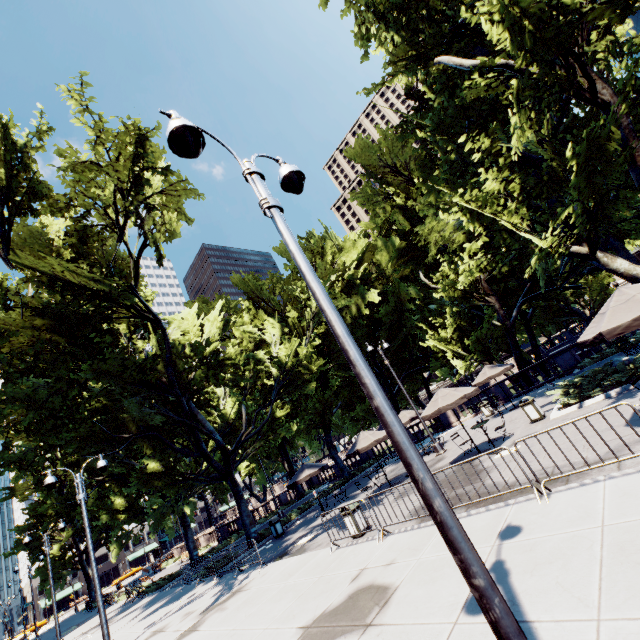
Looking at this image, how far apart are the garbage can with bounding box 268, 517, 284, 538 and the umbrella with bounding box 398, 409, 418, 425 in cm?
875

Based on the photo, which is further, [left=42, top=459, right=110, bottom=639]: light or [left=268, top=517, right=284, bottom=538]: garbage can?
[left=268, top=517, right=284, bottom=538]: garbage can

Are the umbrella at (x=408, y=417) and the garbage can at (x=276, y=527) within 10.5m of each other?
yes

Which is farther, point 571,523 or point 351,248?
point 351,248

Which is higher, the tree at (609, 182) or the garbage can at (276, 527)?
the tree at (609, 182)

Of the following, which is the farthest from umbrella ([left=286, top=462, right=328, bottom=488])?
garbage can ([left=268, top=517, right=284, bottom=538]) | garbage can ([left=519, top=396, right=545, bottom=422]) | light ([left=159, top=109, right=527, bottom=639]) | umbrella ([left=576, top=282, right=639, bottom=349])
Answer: umbrella ([left=576, top=282, right=639, bottom=349])

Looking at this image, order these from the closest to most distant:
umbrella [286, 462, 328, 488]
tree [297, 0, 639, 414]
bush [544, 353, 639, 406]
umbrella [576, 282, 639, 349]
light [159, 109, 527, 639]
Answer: light [159, 109, 527, 639] → umbrella [576, 282, 639, 349] → tree [297, 0, 639, 414] → bush [544, 353, 639, 406] → umbrella [286, 462, 328, 488]

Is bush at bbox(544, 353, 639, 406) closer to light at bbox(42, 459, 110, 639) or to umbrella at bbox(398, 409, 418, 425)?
umbrella at bbox(398, 409, 418, 425)
